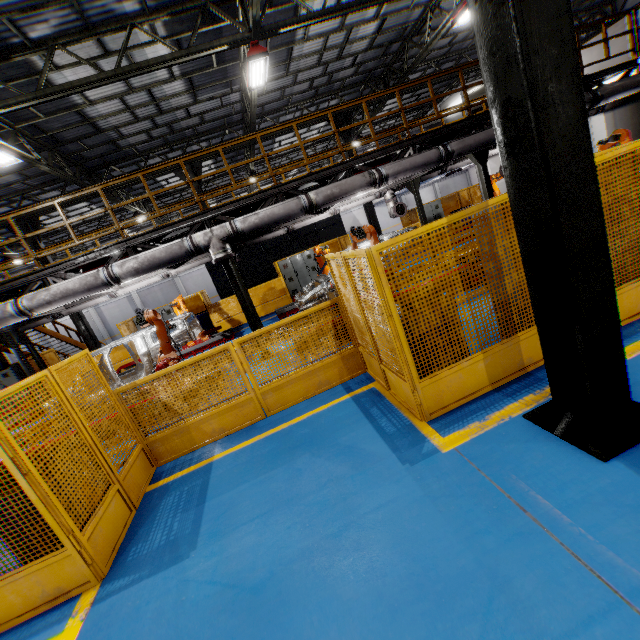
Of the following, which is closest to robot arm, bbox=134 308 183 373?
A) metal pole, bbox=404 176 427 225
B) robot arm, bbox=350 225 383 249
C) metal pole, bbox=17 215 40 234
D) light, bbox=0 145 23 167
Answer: robot arm, bbox=350 225 383 249

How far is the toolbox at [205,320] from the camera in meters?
16.2

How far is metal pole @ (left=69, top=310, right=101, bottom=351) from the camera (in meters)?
15.39

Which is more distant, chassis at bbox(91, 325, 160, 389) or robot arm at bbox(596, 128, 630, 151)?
robot arm at bbox(596, 128, 630, 151)

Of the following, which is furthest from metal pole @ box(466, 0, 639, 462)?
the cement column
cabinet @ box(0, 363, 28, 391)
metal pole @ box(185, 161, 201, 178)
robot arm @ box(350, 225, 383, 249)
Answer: cabinet @ box(0, 363, 28, 391)

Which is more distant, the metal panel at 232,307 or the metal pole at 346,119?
the metal pole at 346,119

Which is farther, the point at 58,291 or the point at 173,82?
the point at 173,82

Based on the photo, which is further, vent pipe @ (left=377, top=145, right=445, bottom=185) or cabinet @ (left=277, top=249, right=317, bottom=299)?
cabinet @ (left=277, top=249, right=317, bottom=299)
